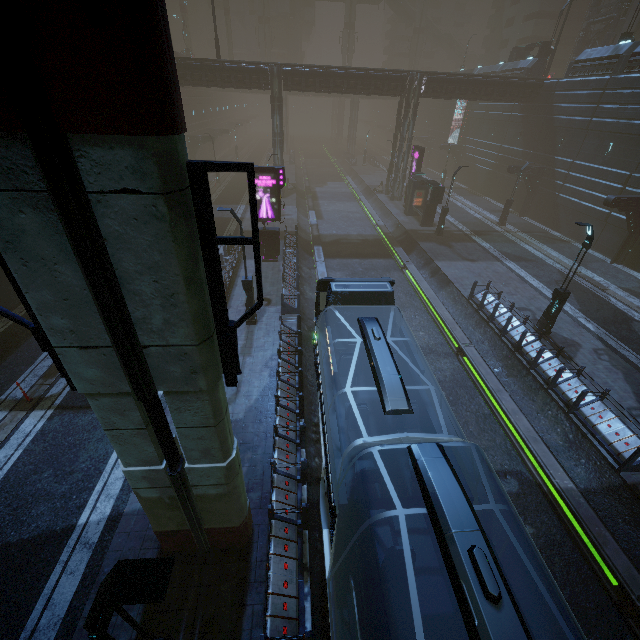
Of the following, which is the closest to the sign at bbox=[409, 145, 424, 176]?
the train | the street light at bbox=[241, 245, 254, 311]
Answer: the street light at bbox=[241, 245, 254, 311]

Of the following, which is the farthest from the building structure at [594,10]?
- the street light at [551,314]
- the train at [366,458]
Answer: the train at [366,458]

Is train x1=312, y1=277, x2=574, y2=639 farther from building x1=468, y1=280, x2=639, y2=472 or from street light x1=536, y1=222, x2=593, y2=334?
street light x1=536, y1=222, x2=593, y2=334

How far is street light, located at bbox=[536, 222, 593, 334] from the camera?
13.6m

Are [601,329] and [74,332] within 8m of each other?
no

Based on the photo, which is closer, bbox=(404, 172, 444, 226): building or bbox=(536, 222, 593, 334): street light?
bbox=(536, 222, 593, 334): street light

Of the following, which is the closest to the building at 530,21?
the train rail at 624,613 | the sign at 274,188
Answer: the train rail at 624,613

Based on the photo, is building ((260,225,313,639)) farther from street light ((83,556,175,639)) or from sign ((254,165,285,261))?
street light ((83,556,175,639))
